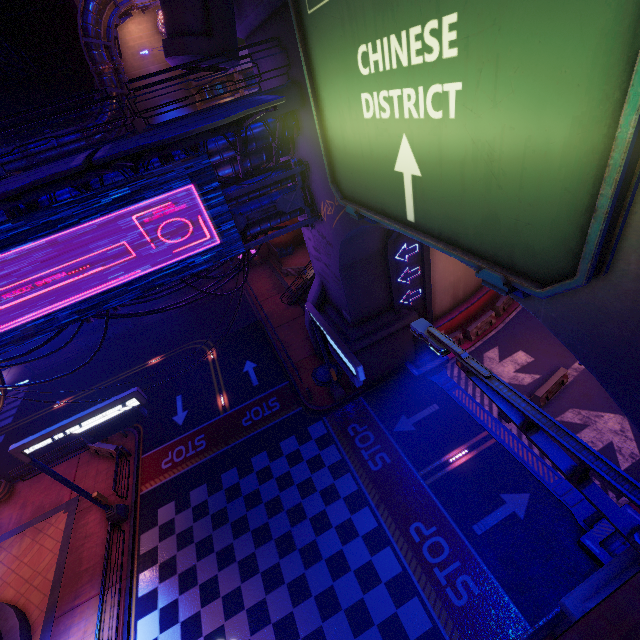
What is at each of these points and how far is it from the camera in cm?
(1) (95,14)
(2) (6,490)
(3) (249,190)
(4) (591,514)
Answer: (1) pipe, 2517
(2) plant holder, 2027
(3) pipe, 1270
(4) tunnel, 1263

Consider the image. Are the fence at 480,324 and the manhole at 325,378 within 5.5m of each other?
no

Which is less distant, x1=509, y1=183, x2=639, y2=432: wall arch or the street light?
the street light

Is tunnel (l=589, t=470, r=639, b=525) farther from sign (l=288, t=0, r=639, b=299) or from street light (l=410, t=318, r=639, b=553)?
street light (l=410, t=318, r=639, b=553)

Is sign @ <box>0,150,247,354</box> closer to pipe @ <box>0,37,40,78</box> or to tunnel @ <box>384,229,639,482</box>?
tunnel @ <box>384,229,639,482</box>

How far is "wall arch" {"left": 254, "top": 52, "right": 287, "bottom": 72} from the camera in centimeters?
1084cm

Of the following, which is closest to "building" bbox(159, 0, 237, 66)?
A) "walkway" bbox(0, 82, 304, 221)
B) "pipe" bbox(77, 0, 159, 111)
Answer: "walkway" bbox(0, 82, 304, 221)

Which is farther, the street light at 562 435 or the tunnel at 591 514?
the tunnel at 591 514
